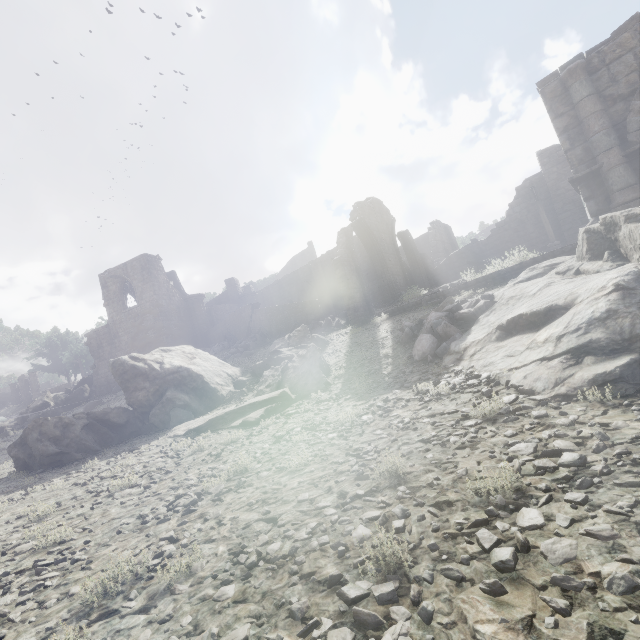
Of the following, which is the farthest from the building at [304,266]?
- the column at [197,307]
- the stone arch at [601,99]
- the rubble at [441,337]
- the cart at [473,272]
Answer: the rubble at [441,337]

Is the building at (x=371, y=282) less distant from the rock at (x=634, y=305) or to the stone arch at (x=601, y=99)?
the stone arch at (x=601, y=99)

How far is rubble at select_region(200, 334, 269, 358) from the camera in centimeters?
2288cm

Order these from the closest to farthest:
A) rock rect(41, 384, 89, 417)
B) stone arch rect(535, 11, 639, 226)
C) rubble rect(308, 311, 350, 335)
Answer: stone arch rect(535, 11, 639, 226)
rubble rect(308, 311, 350, 335)
rock rect(41, 384, 89, 417)

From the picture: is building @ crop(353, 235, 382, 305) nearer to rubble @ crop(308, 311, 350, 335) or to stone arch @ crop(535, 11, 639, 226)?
rubble @ crop(308, 311, 350, 335)

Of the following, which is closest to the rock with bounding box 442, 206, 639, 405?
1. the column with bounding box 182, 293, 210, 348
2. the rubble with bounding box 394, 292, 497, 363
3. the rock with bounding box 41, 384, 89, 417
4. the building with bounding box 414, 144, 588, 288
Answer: the rubble with bounding box 394, 292, 497, 363

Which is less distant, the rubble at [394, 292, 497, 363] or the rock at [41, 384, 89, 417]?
the rubble at [394, 292, 497, 363]

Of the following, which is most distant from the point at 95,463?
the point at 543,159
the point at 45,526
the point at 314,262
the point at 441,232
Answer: the point at 441,232
